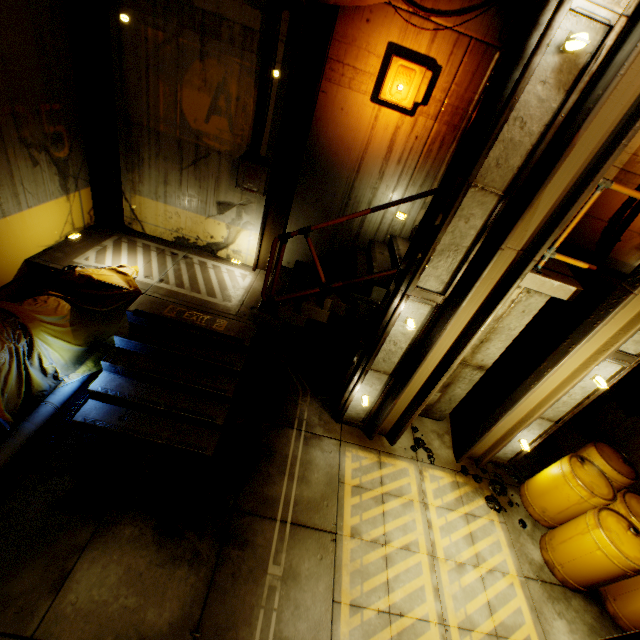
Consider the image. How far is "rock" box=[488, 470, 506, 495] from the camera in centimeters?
587cm

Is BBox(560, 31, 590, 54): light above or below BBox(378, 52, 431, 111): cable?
above

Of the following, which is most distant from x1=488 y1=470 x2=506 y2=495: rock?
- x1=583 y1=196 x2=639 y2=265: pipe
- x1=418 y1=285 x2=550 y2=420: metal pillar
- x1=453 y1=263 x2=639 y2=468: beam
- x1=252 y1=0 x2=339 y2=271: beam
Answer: x1=252 y1=0 x2=339 y2=271: beam

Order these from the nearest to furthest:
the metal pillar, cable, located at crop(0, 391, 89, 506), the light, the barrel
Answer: the light → cable, located at crop(0, 391, 89, 506) → the barrel → the metal pillar

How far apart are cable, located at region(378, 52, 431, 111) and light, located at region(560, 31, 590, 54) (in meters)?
2.24

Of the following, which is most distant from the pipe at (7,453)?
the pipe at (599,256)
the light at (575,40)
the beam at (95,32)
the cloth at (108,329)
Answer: the pipe at (599,256)

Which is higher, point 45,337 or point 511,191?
point 511,191

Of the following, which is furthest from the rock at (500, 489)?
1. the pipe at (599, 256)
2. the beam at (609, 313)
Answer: the pipe at (599, 256)
